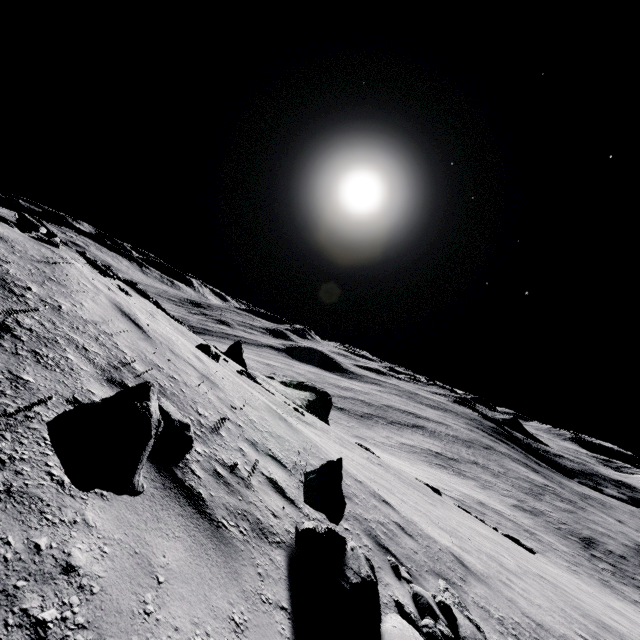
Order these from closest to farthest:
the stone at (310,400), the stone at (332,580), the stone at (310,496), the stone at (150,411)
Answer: the stone at (150,411) → the stone at (332,580) → the stone at (310,496) → the stone at (310,400)

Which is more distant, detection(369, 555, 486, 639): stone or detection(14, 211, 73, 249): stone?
detection(14, 211, 73, 249): stone

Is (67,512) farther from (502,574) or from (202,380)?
(502,574)

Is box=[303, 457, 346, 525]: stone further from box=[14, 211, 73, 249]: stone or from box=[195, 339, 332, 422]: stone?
box=[195, 339, 332, 422]: stone

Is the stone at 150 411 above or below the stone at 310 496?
above

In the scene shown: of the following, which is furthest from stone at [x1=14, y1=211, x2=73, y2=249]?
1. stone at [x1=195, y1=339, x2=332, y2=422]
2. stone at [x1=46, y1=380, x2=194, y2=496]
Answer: stone at [x1=195, y1=339, x2=332, y2=422]

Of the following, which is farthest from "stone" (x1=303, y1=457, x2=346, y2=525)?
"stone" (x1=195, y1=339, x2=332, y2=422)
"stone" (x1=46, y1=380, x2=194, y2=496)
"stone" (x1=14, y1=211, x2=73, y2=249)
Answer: "stone" (x1=195, y1=339, x2=332, y2=422)

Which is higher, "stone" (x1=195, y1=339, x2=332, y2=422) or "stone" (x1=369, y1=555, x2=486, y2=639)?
"stone" (x1=369, y1=555, x2=486, y2=639)
